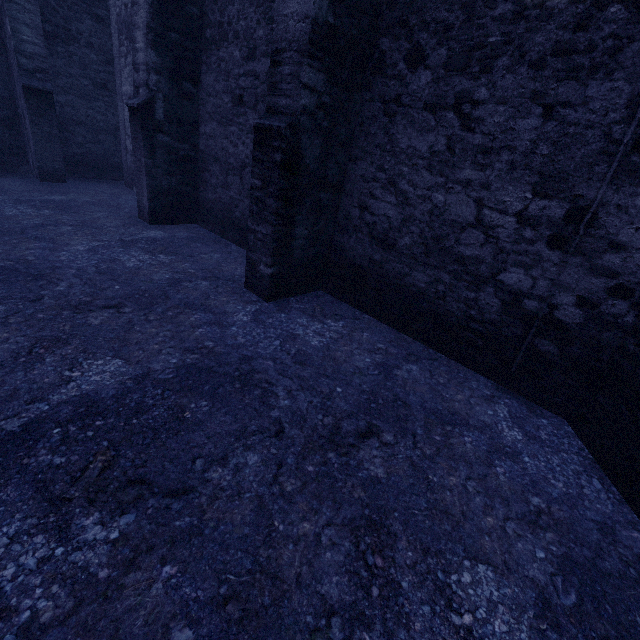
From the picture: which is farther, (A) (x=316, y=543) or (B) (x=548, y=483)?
(B) (x=548, y=483)
